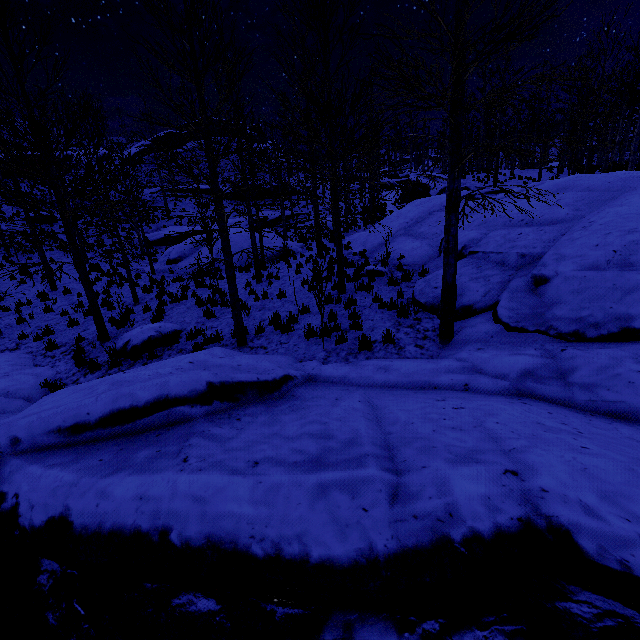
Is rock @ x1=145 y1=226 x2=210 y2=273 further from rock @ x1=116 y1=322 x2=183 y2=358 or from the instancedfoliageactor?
the instancedfoliageactor

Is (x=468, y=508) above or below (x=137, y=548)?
above

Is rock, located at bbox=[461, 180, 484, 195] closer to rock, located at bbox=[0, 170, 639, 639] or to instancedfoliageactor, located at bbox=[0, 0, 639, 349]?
instancedfoliageactor, located at bbox=[0, 0, 639, 349]

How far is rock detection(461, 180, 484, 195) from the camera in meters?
16.7 m

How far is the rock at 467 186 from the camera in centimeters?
1670cm

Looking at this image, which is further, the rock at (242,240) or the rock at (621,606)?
the rock at (242,240)

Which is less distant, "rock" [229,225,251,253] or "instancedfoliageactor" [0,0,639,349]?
"instancedfoliageactor" [0,0,639,349]

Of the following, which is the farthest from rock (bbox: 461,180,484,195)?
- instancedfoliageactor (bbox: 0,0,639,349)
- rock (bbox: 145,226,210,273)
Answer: rock (bbox: 145,226,210,273)
